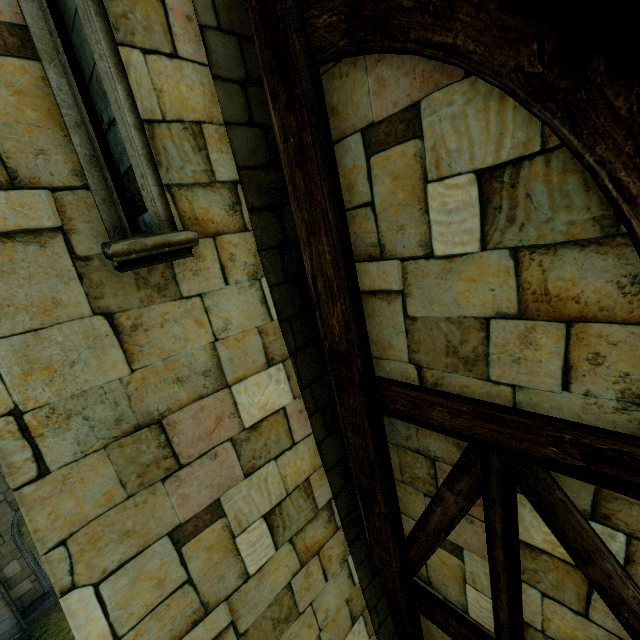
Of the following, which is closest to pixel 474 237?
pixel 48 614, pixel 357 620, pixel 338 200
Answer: pixel 338 200
